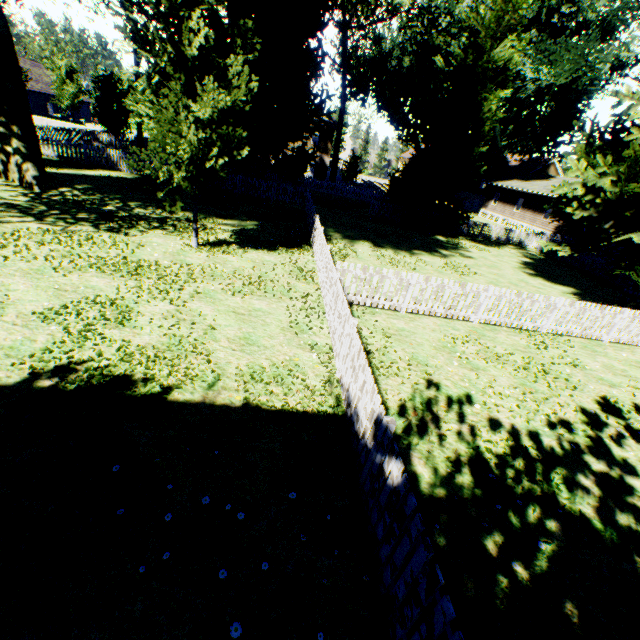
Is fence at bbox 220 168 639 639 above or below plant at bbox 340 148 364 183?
below

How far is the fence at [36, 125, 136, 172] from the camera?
21.1m

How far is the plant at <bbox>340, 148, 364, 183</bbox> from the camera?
47.9m

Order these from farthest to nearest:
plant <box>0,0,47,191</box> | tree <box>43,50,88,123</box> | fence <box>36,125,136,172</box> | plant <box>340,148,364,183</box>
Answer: plant <box>340,148,364,183</box> < tree <box>43,50,88,123</box> < fence <box>36,125,136,172</box> < plant <box>0,0,47,191</box>

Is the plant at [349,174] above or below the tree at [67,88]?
below

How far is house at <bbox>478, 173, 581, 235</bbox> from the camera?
34.3 meters

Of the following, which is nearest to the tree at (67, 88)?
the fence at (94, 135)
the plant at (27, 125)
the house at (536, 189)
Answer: the fence at (94, 135)

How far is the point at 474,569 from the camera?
3.8 meters
